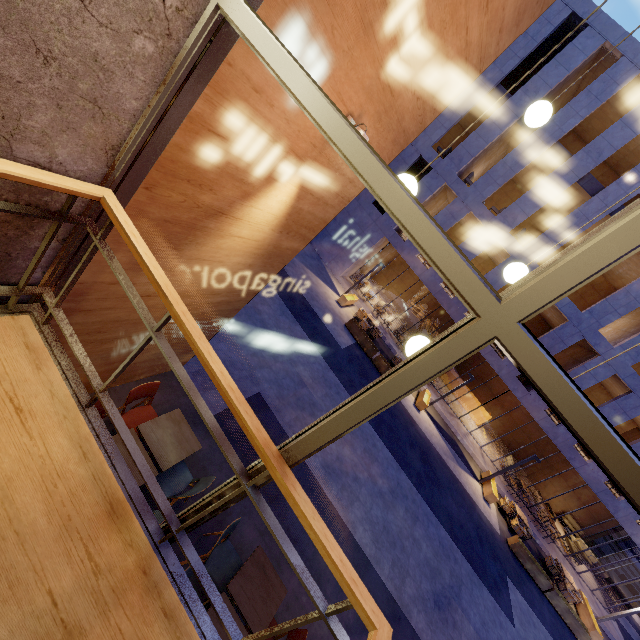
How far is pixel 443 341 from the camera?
1.29m

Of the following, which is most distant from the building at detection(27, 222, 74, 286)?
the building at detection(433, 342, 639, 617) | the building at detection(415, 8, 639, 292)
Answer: the building at detection(433, 342, 639, 617)

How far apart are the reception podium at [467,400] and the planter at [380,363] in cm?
930

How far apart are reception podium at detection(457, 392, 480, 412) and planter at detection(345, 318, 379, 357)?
9.7m

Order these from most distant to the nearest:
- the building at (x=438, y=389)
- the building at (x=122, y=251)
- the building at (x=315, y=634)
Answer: the building at (x=438, y=389) → the building at (x=315, y=634) → the building at (x=122, y=251)

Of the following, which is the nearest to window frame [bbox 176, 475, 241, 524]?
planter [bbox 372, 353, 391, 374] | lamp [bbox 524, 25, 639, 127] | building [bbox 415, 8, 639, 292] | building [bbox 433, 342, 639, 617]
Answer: lamp [bbox 524, 25, 639, 127]

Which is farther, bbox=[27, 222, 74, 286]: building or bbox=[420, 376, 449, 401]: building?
bbox=[420, 376, 449, 401]: building

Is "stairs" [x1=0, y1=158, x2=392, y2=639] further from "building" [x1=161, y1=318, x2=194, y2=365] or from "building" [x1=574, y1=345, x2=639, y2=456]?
"building" [x1=574, y1=345, x2=639, y2=456]
